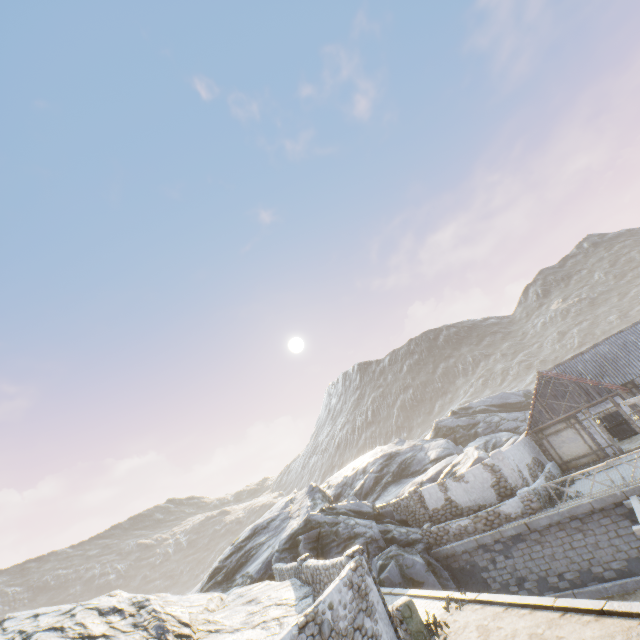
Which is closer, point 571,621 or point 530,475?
point 571,621

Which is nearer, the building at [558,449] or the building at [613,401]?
the building at [613,401]

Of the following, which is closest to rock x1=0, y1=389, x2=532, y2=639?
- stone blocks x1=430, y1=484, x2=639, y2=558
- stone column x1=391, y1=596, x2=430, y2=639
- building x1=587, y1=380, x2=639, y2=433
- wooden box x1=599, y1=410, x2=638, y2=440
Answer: stone blocks x1=430, y1=484, x2=639, y2=558

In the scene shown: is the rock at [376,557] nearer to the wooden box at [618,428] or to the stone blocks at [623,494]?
the stone blocks at [623,494]

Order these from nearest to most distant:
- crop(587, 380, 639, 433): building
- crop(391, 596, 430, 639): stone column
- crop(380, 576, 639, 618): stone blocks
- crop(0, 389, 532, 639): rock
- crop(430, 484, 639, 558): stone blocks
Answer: crop(380, 576, 639, 618): stone blocks
crop(391, 596, 430, 639): stone column
crop(0, 389, 532, 639): rock
crop(430, 484, 639, 558): stone blocks
crop(587, 380, 639, 433): building

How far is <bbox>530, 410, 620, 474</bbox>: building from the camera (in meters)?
19.40

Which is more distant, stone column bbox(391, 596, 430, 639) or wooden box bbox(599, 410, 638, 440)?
wooden box bbox(599, 410, 638, 440)

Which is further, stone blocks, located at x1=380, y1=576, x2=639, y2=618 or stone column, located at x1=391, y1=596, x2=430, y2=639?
stone column, located at x1=391, y1=596, x2=430, y2=639
